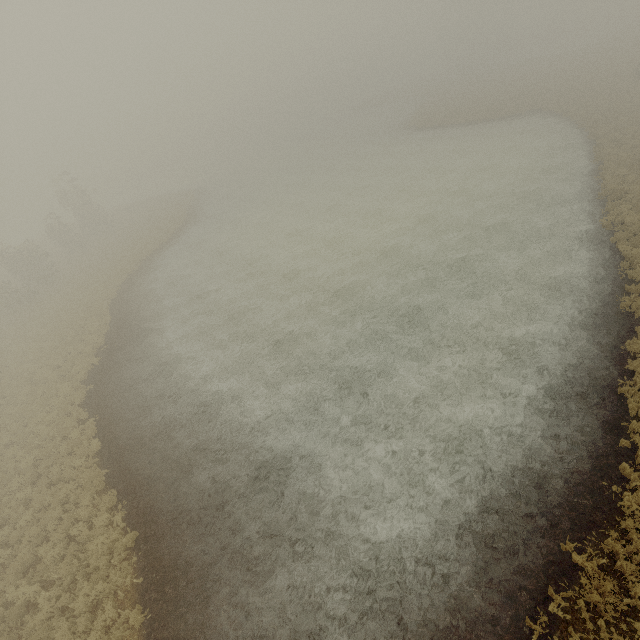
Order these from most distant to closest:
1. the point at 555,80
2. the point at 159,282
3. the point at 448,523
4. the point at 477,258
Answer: the point at 555,80 < the point at 159,282 < the point at 477,258 < the point at 448,523
